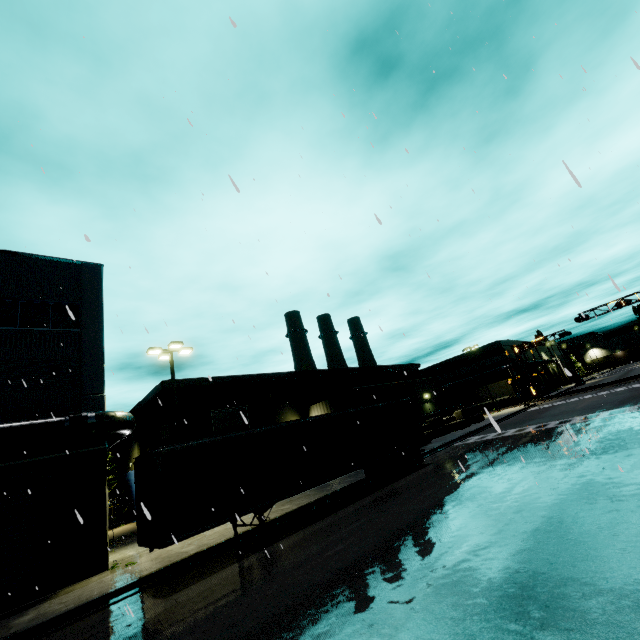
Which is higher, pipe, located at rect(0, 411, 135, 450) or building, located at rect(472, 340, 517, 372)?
building, located at rect(472, 340, 517, 372)

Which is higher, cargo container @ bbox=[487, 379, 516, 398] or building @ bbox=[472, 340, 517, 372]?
building @ bbox=[472, 340, 517, 372]

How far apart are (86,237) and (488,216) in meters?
13.0 m

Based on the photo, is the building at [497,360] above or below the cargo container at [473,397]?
above

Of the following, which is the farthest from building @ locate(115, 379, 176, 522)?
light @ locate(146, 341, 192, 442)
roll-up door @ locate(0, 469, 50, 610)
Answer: light @ locate(146, 341, 192, 442)

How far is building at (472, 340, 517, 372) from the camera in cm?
5581

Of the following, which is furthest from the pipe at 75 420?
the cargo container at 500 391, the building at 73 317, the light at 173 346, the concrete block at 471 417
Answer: the cargo container at 500 391
